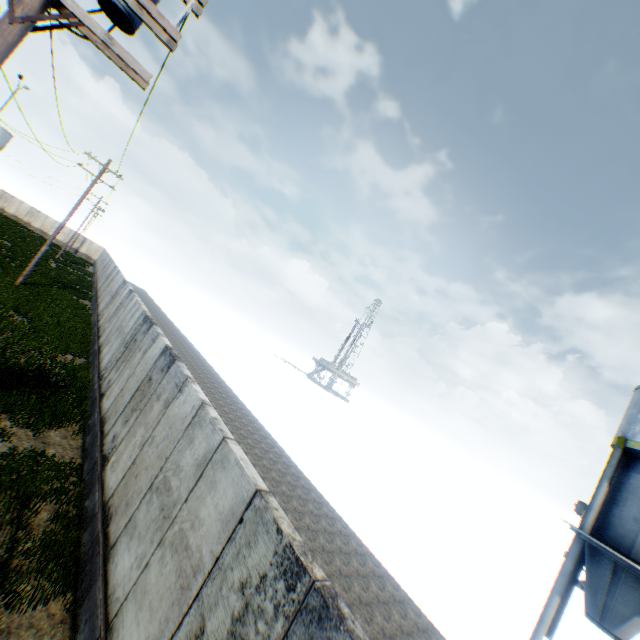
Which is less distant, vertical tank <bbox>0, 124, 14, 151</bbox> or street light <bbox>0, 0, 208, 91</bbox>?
street light <bbox>0, 0, 208, 91</bbox>

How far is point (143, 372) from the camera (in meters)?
8.83

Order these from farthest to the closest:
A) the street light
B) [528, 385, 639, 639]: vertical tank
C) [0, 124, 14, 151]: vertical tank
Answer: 1. [0, 124, 14, 151]: vertical tank
2. [528, 385, 639, 639]: vertical tank
3. the street light

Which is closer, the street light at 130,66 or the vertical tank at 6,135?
the street light at 130,66

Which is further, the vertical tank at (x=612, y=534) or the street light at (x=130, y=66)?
the vertical tank at (x=612, y=534)

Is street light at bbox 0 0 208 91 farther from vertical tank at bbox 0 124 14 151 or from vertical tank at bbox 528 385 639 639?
vertical tank at bbox 0 124 14 151
